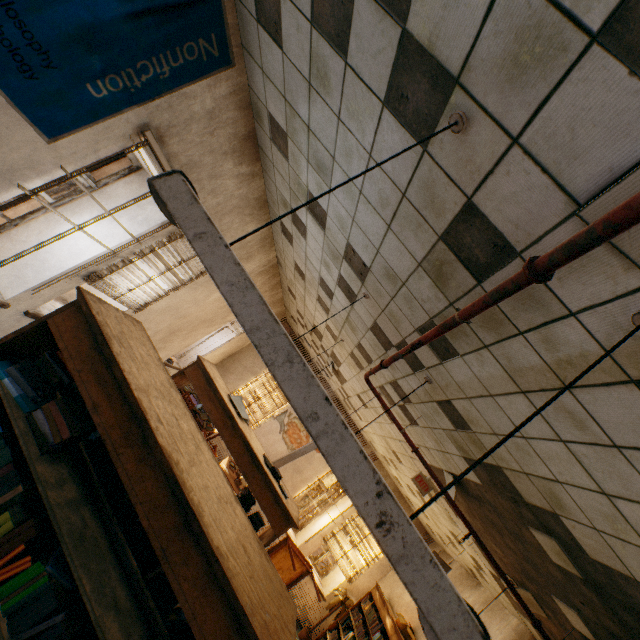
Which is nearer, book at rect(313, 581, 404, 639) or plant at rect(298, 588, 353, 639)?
book at rect(313, 581, 404, 639)

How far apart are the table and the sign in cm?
334

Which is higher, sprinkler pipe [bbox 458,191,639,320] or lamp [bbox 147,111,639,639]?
sprinkler pipe [bbox 458,191,639,320]

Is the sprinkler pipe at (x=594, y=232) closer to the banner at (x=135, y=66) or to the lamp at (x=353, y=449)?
the lamp at (x=353, y=449)

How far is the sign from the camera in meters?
4.9 m

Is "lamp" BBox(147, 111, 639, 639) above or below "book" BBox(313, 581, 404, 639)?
above

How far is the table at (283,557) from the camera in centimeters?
690cm

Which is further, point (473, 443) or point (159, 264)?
point (159, 264)
